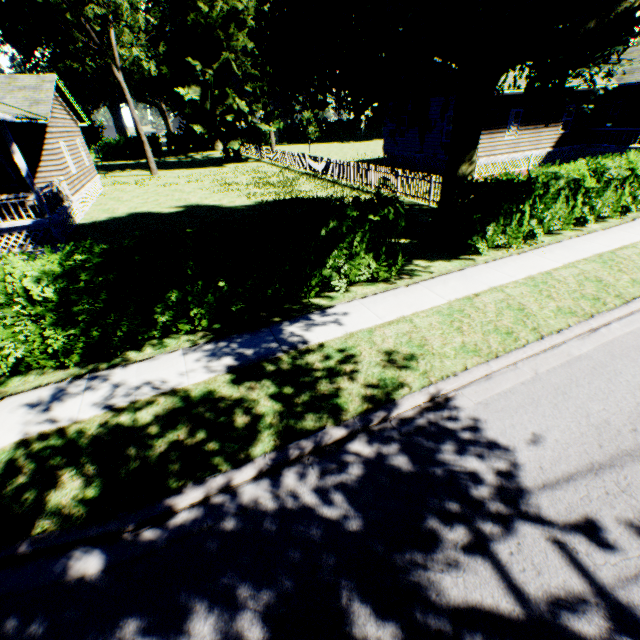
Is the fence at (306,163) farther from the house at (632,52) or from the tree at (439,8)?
the house at (632,52)

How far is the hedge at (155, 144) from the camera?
50.4m

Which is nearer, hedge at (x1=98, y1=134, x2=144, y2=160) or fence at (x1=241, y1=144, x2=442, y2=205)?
fence at (x1=241, y1=144, x2=442, y2=205)

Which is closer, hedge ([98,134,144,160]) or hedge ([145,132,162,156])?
hedge ([98,134,144,160])

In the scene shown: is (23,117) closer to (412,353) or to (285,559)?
(412,353)

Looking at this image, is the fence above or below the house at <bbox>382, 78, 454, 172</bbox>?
below

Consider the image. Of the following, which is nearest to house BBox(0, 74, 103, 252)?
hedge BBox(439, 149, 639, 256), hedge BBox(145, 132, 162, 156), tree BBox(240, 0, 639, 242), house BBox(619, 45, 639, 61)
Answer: tree BBox(240, 0, 639, 242)

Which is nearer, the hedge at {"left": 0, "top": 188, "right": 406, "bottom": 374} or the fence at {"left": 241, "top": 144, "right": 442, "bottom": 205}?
the hedge at {"left": 0, "top": 188, "right": 406, "bottom": 374}
